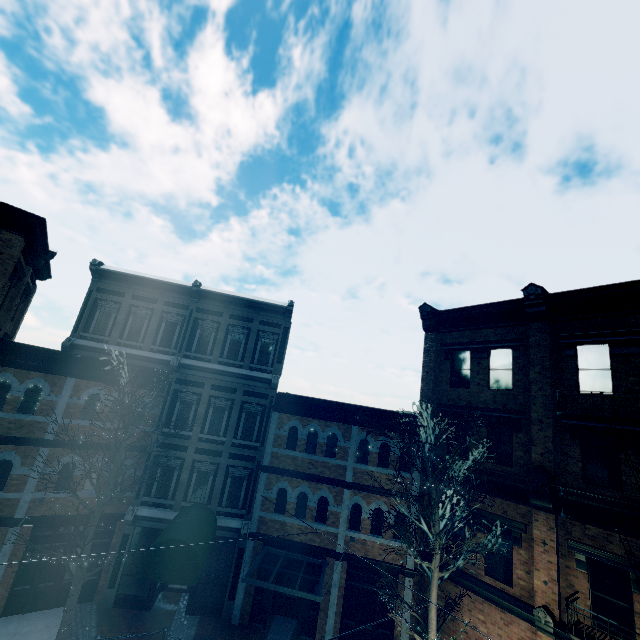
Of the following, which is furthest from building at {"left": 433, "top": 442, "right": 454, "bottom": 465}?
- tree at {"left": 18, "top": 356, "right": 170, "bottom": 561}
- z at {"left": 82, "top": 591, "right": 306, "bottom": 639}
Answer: tree at {"left": 18, "top": 356, "right": 170, "bottom": 561}

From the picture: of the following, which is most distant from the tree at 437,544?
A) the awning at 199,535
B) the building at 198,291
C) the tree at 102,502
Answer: the tree at 102,502

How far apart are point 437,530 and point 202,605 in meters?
10.7 m

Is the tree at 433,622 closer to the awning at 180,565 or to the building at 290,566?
the building at 290,566

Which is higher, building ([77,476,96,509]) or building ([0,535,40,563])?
building ([77,476,96,509])

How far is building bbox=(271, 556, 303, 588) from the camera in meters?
14.2

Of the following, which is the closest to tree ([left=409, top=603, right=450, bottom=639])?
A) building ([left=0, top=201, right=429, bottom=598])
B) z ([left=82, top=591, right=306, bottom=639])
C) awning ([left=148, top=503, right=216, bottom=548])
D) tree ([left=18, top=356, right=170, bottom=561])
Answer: z ([left=82, top=591, right=306, bottom=639])

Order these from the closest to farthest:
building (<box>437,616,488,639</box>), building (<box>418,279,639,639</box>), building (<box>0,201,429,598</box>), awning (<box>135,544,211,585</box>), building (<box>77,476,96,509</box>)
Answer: building (<box>418,279,639,639</box>)
awning (<box>135,544,211,585</box>)
building (<box>437,616,488,639</box>)
building (<box>0,201,429,598</box>)
building (<box>77,476,96,509</box>)
